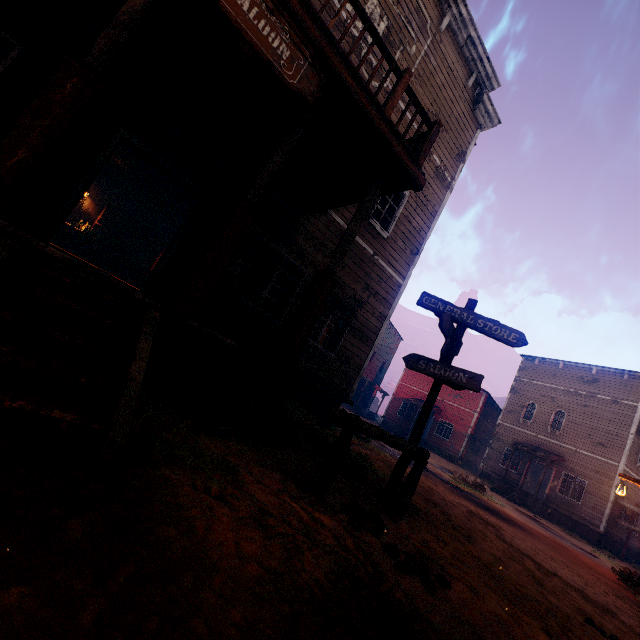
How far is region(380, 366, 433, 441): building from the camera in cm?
2956

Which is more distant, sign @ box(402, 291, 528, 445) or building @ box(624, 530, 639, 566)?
building @ box(624, 530, 639, 566)

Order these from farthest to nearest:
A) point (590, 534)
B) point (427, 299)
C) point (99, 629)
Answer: point (590, 534) < point (427, 299) < point (99, 629)

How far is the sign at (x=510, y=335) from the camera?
4.77m

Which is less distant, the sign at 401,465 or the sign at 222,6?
the sign at 222,6

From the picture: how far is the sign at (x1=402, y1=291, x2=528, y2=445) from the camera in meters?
4.8 m

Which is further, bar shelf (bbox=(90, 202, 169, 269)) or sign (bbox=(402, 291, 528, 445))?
bar shelf (bbox=(90, 202, 169, 269))

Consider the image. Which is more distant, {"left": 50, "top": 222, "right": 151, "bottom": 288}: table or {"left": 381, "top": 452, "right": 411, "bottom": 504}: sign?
{"left": 50, "top": 222, "right": 151, "bottom": 288}: table
